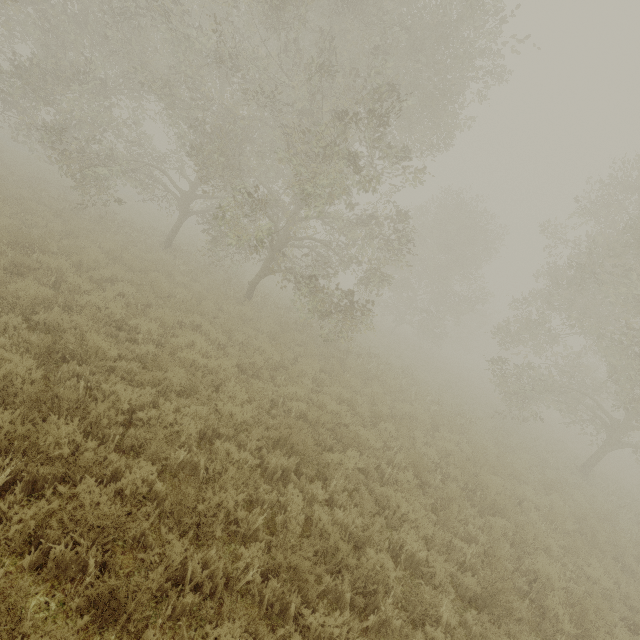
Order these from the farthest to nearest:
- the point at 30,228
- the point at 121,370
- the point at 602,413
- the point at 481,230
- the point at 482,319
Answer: the point at 482,319, the point at 481,230, the point at 602,413, the point at 30,228, the point at 121,370
